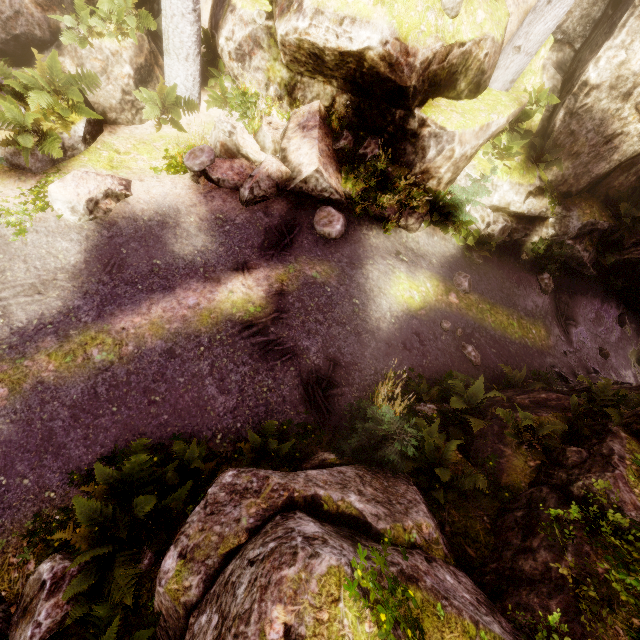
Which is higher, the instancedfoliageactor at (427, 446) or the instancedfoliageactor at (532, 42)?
the instancedfoliageactor at (532, 42)

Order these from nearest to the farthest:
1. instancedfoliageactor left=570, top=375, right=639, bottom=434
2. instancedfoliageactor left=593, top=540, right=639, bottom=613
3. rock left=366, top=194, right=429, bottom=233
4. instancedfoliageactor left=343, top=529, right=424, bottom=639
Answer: instancedfoliageactor left=343, top=529, right=424, bottom=639, instancedfoliageactor left=593, top=540, right=639, bottom=613, instancedfoliageactor left=570, top=375, right=639, bottom=434, rock left=366, top=194, right=429, bottom=233

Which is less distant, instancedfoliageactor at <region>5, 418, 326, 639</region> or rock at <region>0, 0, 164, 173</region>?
instancedfoliageactor at <region>5, 418, 326, 639</region>

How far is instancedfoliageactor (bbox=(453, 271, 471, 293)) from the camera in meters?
10.5

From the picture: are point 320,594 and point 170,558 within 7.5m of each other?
yes

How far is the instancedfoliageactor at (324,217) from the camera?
8.99m

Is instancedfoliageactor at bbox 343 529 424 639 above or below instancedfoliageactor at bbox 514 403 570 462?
above
